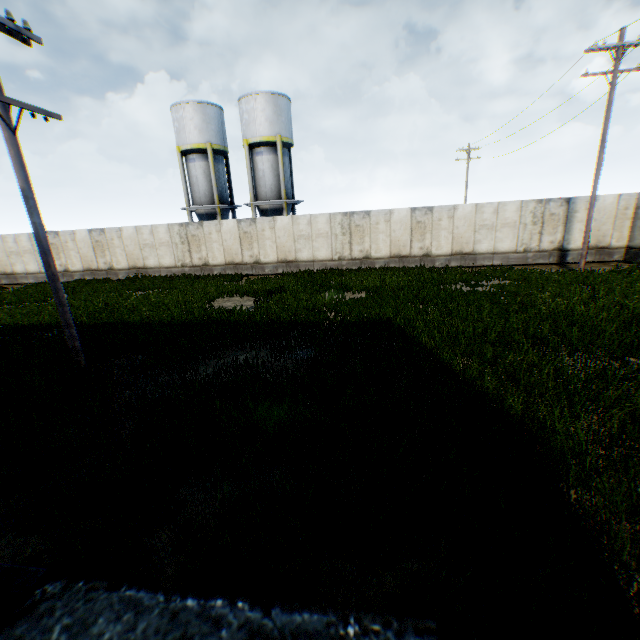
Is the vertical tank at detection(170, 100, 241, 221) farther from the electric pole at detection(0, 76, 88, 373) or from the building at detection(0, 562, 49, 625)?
the building at detection(0, 562, 49, 625)

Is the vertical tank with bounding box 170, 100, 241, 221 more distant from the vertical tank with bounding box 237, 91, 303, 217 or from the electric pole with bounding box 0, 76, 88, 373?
the electric pole with bounding box 0, 76, 88, 373

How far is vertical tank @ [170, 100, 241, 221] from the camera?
24.9 meters

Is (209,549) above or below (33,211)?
below

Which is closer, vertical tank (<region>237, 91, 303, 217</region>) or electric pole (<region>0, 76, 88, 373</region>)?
electric pole (<region>0, 76, 88, 373</region>)

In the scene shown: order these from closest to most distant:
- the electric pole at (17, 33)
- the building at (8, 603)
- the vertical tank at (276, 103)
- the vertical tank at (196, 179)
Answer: the building at (8, 603), the electric pole at (17, 33), the vertical tank at (276, 103), the vertical tank at (196, 179)

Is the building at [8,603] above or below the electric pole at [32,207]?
below

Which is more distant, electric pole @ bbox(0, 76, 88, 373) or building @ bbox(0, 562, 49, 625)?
electric pole @ bbox(0, 76, 88, 373)
